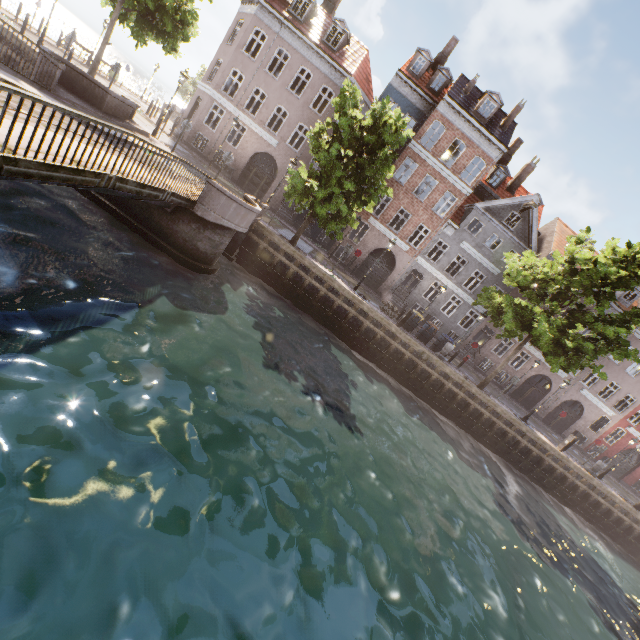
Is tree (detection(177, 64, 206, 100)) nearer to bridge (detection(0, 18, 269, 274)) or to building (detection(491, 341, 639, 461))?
bridge (detection(0, 18, 269, 274))

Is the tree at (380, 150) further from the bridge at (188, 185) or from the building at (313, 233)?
the building at (313, 233)

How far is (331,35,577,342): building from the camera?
23.8m

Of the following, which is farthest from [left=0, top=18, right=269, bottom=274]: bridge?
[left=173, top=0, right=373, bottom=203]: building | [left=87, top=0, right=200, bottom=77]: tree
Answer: [left=173, top=0, right=373, bottom=203]: building

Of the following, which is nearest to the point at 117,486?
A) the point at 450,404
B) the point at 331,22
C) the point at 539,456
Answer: the point at 450,404

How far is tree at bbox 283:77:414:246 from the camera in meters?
15.0
